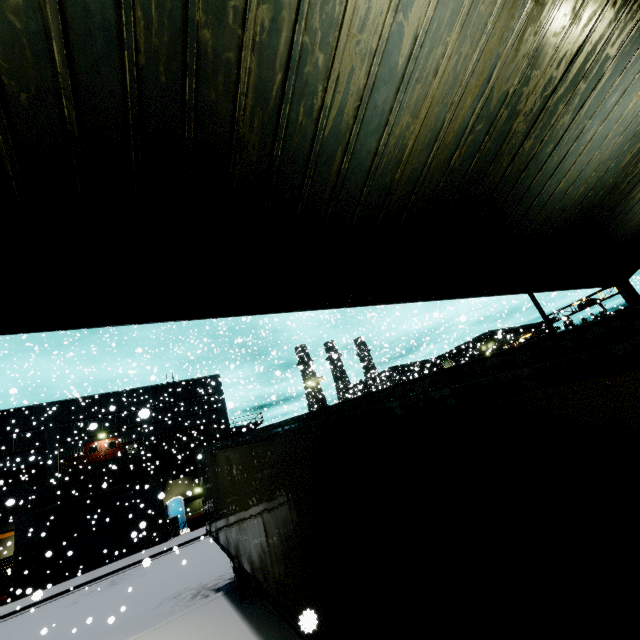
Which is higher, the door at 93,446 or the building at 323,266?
the door at 93,446

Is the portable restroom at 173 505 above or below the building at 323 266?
below

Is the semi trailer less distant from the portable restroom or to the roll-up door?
the roll-up door

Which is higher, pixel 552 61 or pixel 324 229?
pixel 552 61

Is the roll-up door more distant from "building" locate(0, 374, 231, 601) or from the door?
the door

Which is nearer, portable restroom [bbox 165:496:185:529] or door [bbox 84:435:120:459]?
portable restroom [bbox 165:496:185:529]

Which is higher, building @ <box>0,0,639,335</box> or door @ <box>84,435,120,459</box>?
door @ <box>84,435,120,459</box>
